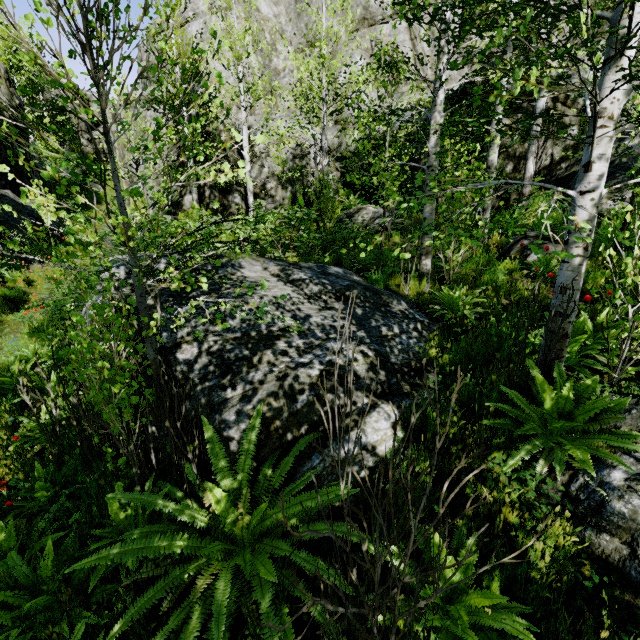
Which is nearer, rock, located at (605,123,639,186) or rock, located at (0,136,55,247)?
rock, located at (605,123,639,186)

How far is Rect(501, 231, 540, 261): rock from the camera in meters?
6.9

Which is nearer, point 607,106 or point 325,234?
point 607,106

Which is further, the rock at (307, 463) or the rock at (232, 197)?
the rock at (232, 197)

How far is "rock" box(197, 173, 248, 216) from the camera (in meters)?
17.41

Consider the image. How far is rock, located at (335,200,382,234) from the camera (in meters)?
11.77

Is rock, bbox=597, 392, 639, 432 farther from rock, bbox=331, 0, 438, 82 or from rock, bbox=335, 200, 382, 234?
rock, bbox=335, 200, 382, 234
